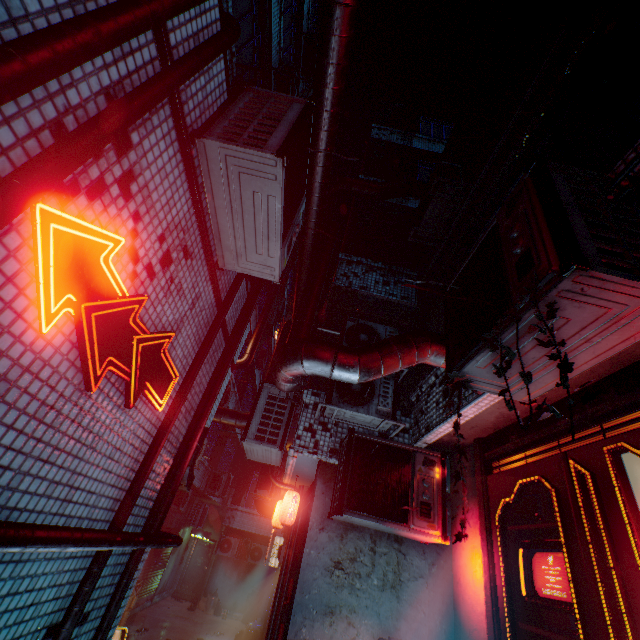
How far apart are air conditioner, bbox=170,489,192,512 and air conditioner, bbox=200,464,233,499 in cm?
34

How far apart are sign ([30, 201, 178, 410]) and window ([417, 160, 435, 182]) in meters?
7.9

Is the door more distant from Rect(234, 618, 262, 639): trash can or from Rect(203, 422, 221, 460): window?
Rect(203, 422, 221, 460): window

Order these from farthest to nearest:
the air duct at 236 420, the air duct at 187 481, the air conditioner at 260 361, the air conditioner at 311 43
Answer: the air conditioner at 260 361
the air conditioner at 311 43
the air duct at 236 420
the air duct at 187 481

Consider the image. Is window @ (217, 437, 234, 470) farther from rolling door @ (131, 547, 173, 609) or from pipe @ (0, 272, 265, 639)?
pipe @ (0, 272, 265, 639)

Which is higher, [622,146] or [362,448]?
[622,146]

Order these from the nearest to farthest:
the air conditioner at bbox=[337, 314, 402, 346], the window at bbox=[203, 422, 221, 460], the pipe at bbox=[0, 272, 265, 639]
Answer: the pipe at bbox=[0, 272, 265, 639]
the air conditioner at bbox=[337, 314, 402, 346]
the window at bbox=[203, 422, 221, 460]

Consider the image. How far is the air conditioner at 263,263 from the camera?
2.0m
